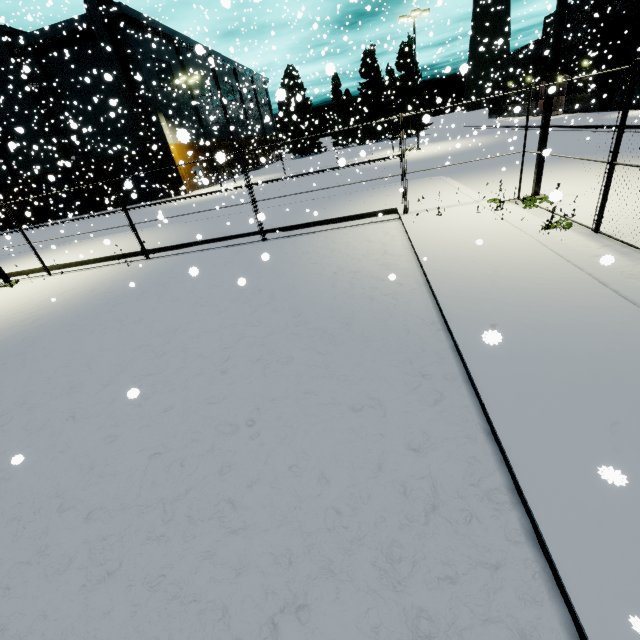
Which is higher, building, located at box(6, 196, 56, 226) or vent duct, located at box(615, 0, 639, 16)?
vent duct, located at box(615, 0, 639, 16)

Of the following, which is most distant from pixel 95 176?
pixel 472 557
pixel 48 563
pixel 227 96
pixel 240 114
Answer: pixel 472 557

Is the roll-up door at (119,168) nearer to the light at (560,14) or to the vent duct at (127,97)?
the vent duct at (127,97)

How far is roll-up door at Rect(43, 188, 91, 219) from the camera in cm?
3728

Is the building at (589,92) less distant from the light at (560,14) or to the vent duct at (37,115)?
the vent duct at (37,115)

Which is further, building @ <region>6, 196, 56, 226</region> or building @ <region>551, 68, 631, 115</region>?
building @ <region>6, 196, 56, 226</region>
